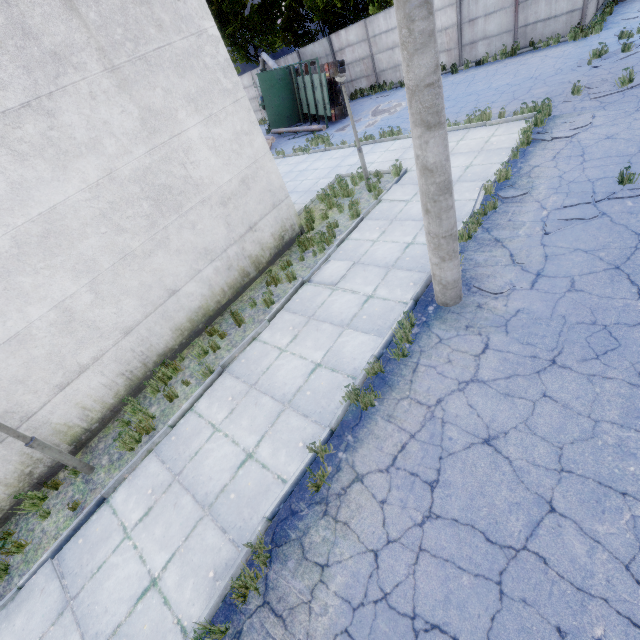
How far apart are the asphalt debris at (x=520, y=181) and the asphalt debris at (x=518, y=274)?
2.1 meters

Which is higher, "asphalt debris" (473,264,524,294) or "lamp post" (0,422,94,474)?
"lamp post" (0,422,94,474)

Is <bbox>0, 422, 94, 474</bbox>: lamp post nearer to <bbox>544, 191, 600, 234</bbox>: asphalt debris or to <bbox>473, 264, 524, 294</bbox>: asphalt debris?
<bbox>473, 264, 524, 294</bbox>: asphalt debris

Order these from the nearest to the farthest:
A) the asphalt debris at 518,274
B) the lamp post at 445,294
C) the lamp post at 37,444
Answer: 1. the lamp post at 445,294
2. the lamp post at 37,444
3. the asphalt debris at 518,274

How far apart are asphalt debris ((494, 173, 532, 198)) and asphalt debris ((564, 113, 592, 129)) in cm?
193

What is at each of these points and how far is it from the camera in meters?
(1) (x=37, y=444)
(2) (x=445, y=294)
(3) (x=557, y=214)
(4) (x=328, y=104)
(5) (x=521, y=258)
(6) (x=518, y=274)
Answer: (1) lamp post, 5.6 m
(2) lamp post, 5.9 m
(3) asphalt debris, 6.8 m
(4) truck, 18.2 m
(5) asphalt debris, 6.2 m
(6) asphalt debris, 6.0 m

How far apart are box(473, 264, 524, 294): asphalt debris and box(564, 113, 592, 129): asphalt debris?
5.0 meters
